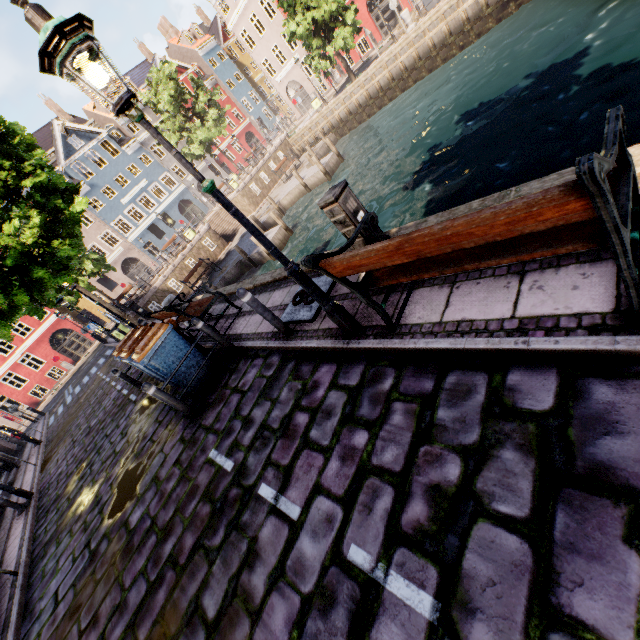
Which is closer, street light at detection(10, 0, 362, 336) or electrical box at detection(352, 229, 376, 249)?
street light at detection(10, 0, 362, 336)

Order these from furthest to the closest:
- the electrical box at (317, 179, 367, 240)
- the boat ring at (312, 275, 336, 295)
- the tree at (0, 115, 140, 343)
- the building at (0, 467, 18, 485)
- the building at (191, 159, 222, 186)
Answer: the building at (191, 159, 222, 186), the building at (0, 467, 18, 485), the tree at (0, 115, 140, 343), the boat ring at (312, 275, 336, 295), the electrical box at (317, 179, 367, 240)

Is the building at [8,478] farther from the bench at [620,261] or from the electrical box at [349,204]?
the electrical box at [349,204]

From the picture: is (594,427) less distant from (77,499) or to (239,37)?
(77,499)

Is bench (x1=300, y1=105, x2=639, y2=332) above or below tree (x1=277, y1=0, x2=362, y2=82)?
below

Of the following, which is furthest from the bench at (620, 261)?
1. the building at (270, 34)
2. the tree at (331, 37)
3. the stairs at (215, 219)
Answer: the building at (270, 34)

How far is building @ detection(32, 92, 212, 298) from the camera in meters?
33.6

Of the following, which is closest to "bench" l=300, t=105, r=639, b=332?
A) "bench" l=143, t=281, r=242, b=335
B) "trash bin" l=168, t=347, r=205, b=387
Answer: "trash bin" l=168, t=347, r=205, b=387
